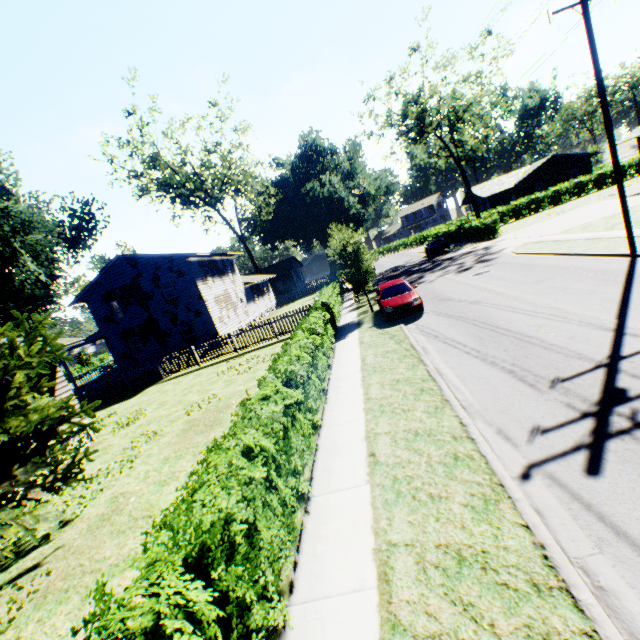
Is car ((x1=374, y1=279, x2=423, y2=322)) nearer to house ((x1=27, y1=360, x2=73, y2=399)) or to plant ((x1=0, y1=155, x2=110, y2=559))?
plant ((x1=0, y1=155, x2=110, y2=559))

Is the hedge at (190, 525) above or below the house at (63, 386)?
below

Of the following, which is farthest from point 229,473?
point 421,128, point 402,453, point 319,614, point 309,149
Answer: point 309,149

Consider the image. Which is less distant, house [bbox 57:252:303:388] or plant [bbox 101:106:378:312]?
plant [bbox 101:106:378:312]

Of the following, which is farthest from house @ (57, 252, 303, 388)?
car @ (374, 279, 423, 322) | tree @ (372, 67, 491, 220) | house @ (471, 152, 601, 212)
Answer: house @ (471, 152, 601, 212)

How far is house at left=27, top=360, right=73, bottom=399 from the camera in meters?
13.1 m

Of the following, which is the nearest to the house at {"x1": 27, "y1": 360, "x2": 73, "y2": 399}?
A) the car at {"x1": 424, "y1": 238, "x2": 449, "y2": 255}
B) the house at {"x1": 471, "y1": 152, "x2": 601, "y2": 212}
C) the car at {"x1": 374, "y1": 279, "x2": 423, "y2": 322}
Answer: the car at {"x1": 374, "y1": 279, "x2": 423, "y2": 322}

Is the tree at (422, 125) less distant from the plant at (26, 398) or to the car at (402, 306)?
the plant at (26, 398)
